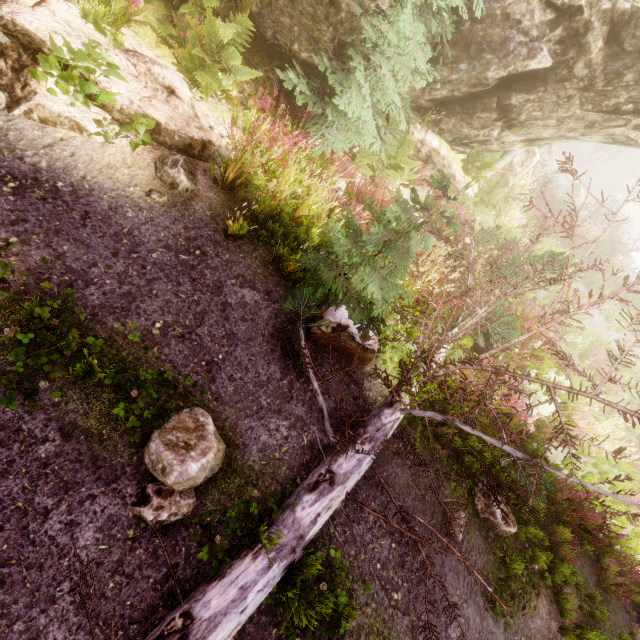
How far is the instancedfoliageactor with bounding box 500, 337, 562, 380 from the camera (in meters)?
7.32

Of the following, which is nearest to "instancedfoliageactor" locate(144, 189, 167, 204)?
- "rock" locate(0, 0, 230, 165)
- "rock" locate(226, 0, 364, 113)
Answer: "rock" locate(226, 0, 364, 113)

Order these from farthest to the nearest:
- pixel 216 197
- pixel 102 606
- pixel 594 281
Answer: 1. pixel 594 281
2. pixel 216 197
3. pixel 102 606

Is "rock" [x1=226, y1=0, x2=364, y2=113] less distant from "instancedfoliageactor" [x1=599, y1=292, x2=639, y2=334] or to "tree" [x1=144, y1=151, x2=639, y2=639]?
"instancedfoliageactor" [x1=599, y1=292, x2=639, y2=334]

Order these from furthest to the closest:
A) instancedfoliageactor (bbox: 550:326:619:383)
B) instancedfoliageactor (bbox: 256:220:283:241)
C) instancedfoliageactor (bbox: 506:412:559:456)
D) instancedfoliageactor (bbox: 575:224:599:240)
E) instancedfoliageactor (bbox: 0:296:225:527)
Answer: instancedfoliageactor (bbox: 575:224:599:240)
instancedfoliageactor (bbox: 550:326:619:383)
instancedfoliageactor (bbox: 506:412:559:456)
instancedfoliageactor (bbox: 256:220:283:241)
instancedfoliageactor (bbox: 0:296:225:527)

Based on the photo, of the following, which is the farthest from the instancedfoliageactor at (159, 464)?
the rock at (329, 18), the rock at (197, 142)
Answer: the rock at (197, 142)

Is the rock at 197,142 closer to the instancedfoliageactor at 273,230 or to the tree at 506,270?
the instancedfoliageactor at 273,230
